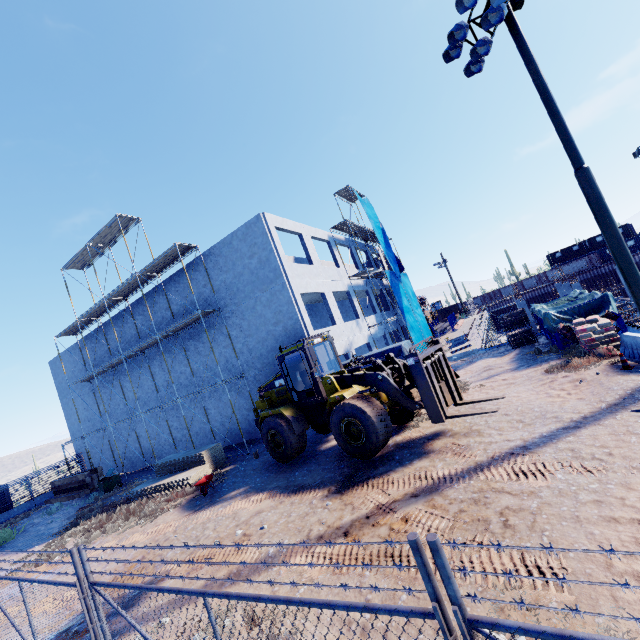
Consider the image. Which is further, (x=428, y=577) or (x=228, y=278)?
(x=228, y=278)

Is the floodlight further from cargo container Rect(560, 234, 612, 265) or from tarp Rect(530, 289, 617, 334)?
cargo container Rect(560, 234, 612, 265)

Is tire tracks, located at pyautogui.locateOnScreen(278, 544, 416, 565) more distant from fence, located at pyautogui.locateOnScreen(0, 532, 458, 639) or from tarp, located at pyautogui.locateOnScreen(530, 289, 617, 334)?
tarp, located at pyautogui.locateOnScreen(530, 289, 617, 334)

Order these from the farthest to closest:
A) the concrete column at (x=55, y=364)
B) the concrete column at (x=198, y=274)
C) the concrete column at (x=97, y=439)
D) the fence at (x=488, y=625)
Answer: the concrete column at (x=55, y=364)
the concrete column at (x=97, y=439)
the concrete column at (x=198, y=274)
the fence at (x=488, y=625)

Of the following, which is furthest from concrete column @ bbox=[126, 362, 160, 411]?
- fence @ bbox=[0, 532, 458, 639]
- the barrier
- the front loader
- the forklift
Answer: the front loader

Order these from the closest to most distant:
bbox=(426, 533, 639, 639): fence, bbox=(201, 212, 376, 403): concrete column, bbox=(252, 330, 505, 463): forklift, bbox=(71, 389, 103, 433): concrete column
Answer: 1. bbox=(426, 533, 639, 639): fence
2. bbox=(252, 330, 505, 463): forklift
3. bbox=(201, 212, 376, 403): concrete column
4. bbox=(71, 389, 103, 433): concrete column

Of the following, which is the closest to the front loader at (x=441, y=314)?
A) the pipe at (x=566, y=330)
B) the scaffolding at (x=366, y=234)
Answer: Result: the scaffolding at (x=366, y=234)

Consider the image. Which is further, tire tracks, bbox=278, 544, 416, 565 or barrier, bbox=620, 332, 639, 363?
barrier, bbox=620, 332, 639, 363
